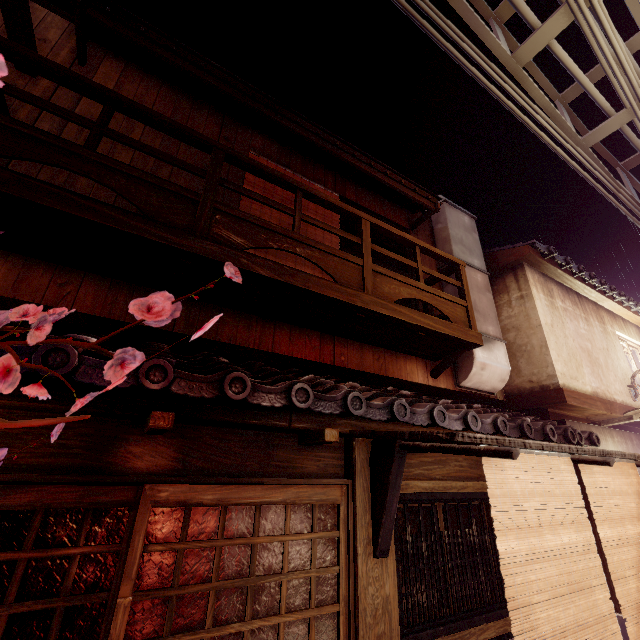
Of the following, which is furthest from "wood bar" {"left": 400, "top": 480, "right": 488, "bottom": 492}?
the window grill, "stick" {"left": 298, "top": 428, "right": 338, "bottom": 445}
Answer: "stick" {"left": 298, "top": 428, "right": 338, "bottom": 445}

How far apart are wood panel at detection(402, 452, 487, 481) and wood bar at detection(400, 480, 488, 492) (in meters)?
0.19

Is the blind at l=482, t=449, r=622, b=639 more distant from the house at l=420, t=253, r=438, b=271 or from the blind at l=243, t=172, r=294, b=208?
the blind at l=243, t=172, r=294, b=208

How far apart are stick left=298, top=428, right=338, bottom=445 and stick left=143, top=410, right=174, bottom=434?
2.1m

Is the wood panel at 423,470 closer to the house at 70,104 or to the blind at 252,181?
the house at 70,104

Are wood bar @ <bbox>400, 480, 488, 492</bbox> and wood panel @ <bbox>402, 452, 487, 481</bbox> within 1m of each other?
yes

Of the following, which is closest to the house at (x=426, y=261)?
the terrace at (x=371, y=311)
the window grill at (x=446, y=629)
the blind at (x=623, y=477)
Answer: the terrace at (x=371, y=311)

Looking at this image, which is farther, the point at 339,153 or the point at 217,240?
the point at 339,153
